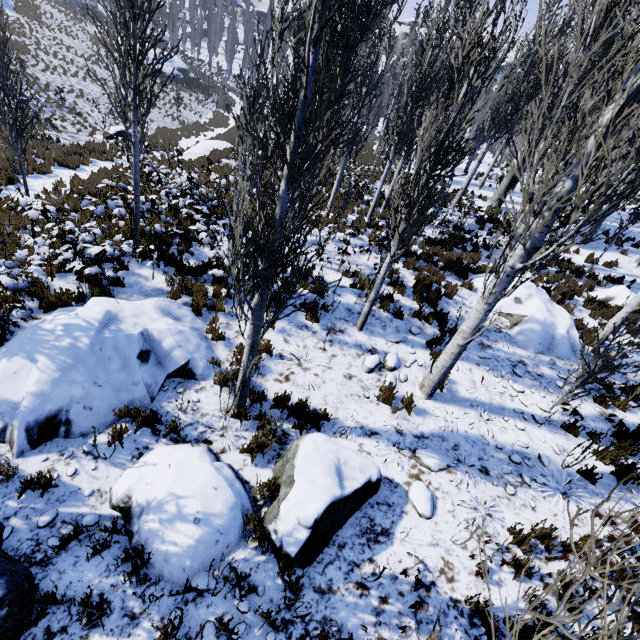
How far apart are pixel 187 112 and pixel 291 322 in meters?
36.9

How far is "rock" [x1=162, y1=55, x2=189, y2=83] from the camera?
40.3m

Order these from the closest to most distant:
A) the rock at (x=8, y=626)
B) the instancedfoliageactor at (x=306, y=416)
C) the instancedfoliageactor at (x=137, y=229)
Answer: the rock at (x=8, y=626) → the instancedfoliageactor at (x=137, y=229) → the instancedfoliageactor at (x=306, y=416)

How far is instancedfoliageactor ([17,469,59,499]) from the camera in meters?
4.1 m

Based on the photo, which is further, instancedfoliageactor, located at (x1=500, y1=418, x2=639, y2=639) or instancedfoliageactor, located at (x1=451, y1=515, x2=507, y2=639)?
instancedfoliageactor, located at (x1=451, y1=515, x2=507, y2=639)

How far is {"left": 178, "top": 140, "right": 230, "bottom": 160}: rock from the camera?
18.5m

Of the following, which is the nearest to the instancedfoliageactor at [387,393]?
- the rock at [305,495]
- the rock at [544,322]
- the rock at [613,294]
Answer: the rock at [544,322]

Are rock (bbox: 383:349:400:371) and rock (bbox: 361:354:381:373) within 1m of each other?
yes
